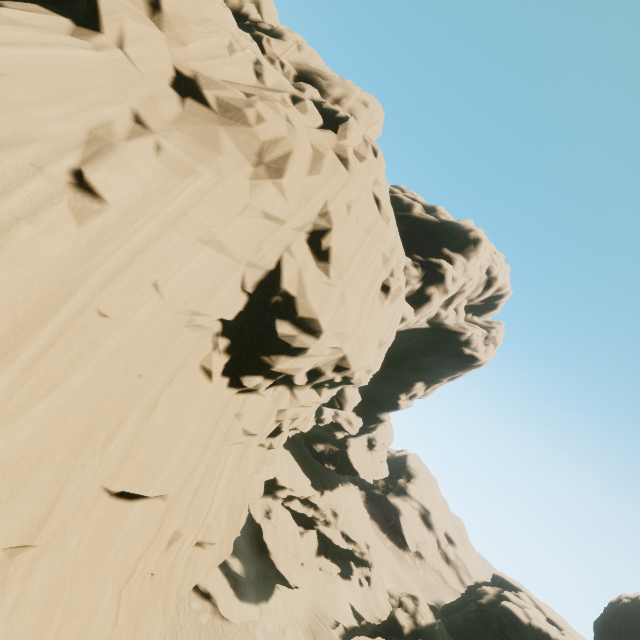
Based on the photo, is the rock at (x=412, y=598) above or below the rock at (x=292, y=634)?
above

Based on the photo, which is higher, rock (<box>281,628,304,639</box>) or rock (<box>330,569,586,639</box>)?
rock (<box>330,569,586,639</box>)

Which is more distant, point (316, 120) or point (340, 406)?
point (340, 406)

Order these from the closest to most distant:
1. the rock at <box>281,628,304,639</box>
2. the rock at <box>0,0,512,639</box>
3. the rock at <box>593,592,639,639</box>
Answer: the rock at <box>0,0,512,639</box> → the rock at <box>281,628,304,639</box> → the rock at <box>593,592,639,639</box>

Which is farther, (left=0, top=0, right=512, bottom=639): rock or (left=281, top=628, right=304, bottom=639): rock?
(left=281, top=628, right=304, bottom=639): rock

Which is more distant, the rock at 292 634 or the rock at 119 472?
the rock at 292 634
